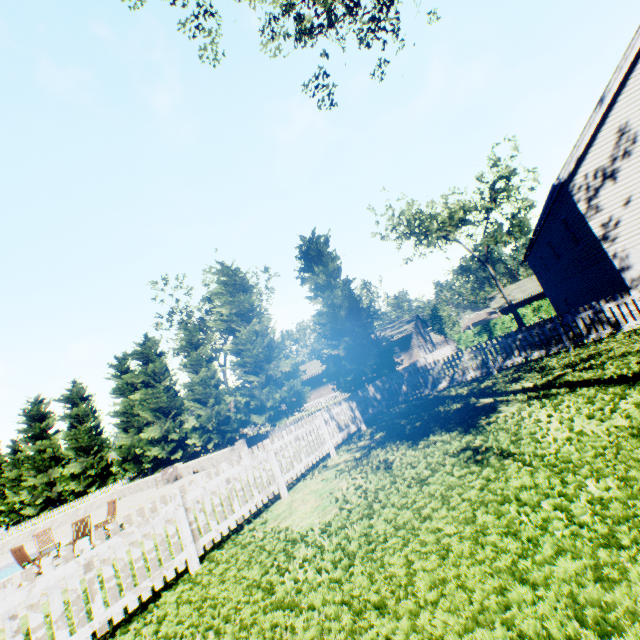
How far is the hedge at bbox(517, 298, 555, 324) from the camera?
33.0 meters

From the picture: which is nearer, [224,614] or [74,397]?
[224,614]

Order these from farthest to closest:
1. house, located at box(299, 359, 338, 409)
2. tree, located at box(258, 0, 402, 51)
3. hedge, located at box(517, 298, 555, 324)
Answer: house, located at box(299, 359, 338, 409) < hedge, located at box(517, 298, 555, 324) < tree, located at box(258, 0, 402, 51)

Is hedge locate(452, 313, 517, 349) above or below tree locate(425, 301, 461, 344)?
below

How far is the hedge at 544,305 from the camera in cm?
3297

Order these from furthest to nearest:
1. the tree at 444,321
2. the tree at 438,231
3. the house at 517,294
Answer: the tree at 444,321 < the house at 517,294 < the tree at 438,231

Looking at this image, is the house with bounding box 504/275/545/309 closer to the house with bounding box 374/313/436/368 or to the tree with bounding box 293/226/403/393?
the tree with bounding box 293/226/403/393

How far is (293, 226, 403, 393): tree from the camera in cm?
1911
